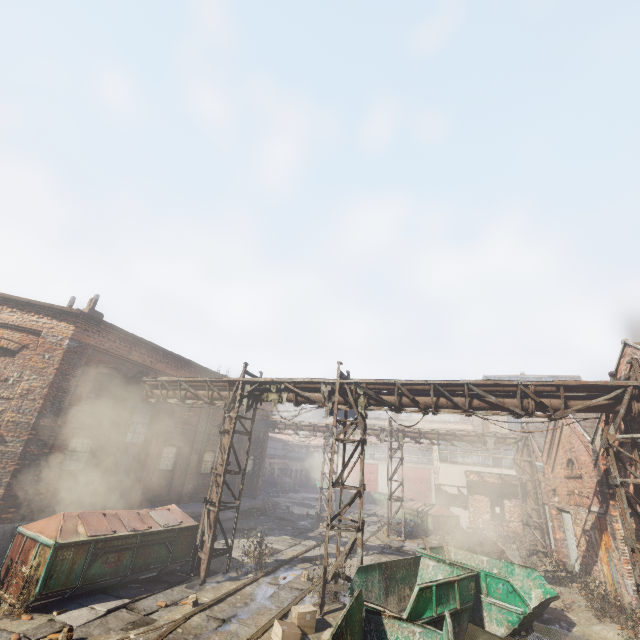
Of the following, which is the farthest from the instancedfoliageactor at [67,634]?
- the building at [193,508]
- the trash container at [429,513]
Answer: the trash container at [429,513]

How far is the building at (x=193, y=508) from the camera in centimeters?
1634cm

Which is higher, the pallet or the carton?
the pallet

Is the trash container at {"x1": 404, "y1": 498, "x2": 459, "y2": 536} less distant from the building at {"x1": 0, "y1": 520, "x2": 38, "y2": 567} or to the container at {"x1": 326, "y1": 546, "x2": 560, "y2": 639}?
the building at {"x1": 0, "y1": 520, "x2": 38, "y2": 567}

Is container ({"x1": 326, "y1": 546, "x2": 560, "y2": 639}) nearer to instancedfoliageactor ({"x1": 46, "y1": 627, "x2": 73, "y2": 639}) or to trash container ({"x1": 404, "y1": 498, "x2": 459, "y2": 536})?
instancedfoliageactor ({"x1": 46, "y1": 627, "x2": 73, "y2": 639})

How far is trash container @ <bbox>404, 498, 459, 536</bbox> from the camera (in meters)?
21.25

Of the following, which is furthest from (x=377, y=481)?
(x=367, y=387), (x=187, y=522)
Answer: (x=367, y=387)

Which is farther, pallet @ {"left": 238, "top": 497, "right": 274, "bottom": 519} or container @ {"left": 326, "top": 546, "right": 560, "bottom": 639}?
pallet @ {"left": 238, "top": 497, "right": 274, "bottom": 519}
